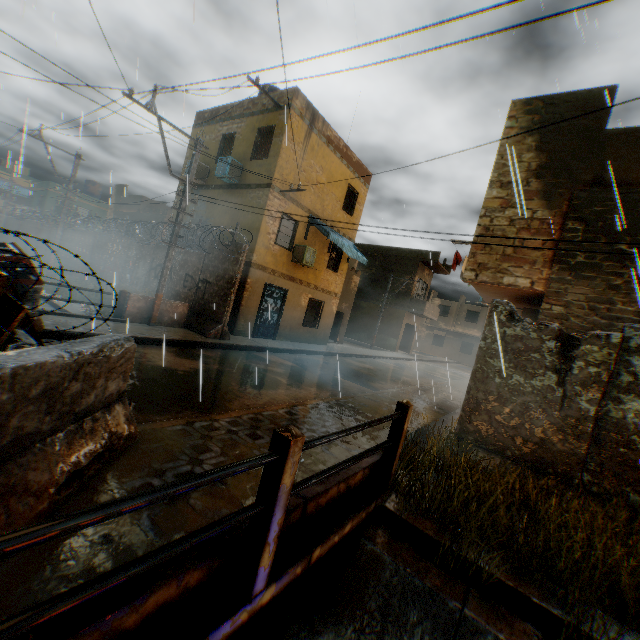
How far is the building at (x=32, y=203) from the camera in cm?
3269

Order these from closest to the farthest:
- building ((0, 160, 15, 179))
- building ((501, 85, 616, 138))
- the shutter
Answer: the shutter
building ((501, 85, 616, 138))
building ((0, 160, 15, 179))

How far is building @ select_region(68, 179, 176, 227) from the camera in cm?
2427

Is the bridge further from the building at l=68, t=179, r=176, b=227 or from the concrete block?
the building at l=68, t=179, r=176, b=227

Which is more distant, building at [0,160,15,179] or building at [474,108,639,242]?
building at [0,160,15,179]

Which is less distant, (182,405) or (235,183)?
(182,405)

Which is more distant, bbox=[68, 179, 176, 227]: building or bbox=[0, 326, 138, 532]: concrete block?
bbox=[68, 179, 176, 227]: building

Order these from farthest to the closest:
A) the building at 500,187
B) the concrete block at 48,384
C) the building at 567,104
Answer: the building at 567,104 → the building at 500,187 → the concrete block at 48,384
